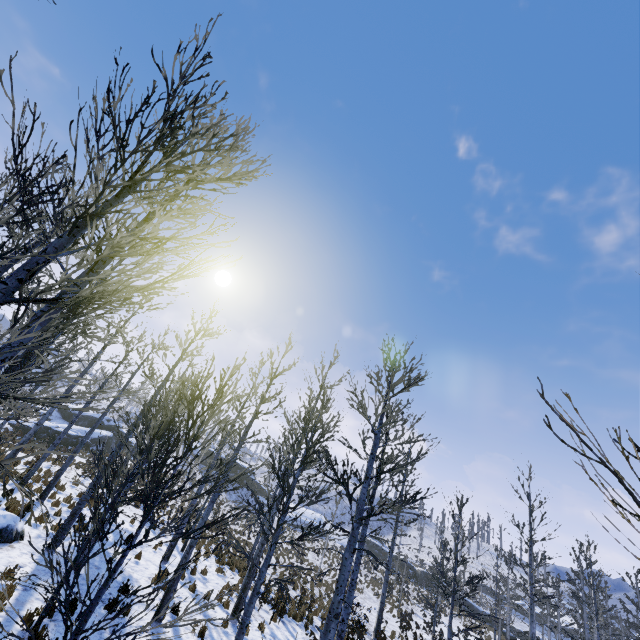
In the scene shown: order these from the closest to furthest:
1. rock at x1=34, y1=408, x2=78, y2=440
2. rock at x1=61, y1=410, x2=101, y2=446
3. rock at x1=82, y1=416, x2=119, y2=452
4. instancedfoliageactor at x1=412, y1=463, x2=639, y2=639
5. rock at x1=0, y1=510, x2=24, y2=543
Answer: rock at x1=0, y1=510, x2=24, y2=543 → instancedfoliageactor at x1=412, y1=463, x2=639, y2=639 → rock at x1=34, y1=408, x2=78, y2=440 → rock at x1=61, y1=410, x2=101, y2=446 → rock at x1=82, y1=416, x2=119, y2=452

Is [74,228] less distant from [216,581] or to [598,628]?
[216,581]

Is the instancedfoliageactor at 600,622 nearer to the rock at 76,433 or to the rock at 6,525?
the rock at 76,433

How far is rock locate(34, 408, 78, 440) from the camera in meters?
29.3

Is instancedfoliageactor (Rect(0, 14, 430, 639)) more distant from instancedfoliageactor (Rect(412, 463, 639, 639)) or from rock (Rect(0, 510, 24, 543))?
instancedfoliageactor (Rect(412, 463, 639, 639))

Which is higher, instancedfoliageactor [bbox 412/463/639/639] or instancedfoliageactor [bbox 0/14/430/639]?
instancedfoliageactor [bbox 412/463/639/639]

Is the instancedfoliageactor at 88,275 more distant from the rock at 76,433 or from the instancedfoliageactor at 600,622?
the rock at 76,433
